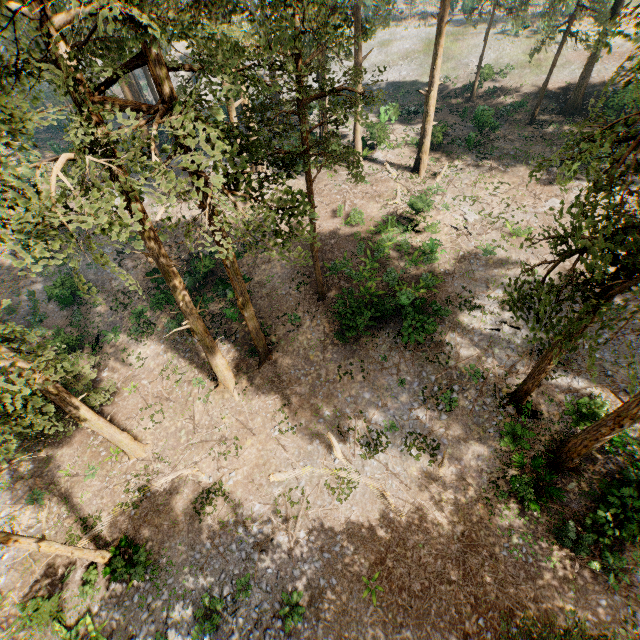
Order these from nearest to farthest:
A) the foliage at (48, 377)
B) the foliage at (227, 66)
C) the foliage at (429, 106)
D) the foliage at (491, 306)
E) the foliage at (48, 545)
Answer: the foliage at (227, 66) < the foliage at (48, 377) < the foliage at (48, 545) < the foliage at (491, 306) < the foliage at (429, 106)

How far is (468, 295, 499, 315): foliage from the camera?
20.23m

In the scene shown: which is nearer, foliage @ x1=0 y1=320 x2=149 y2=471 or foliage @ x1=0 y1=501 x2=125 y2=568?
foliage @ x1=0 y1=320 x2=149 y2=471

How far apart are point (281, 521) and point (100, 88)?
18.83m

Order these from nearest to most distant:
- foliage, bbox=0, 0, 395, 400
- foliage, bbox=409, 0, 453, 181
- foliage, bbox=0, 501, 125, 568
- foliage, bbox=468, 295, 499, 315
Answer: foliage, bbox=0, 0, 395, 400, foliage, bbox=0, 501, 125, 568, foliage, bbox=468, 295, 499, 315, foliage, bbox=409, 0, 453, 181

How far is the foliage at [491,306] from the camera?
20.2m
